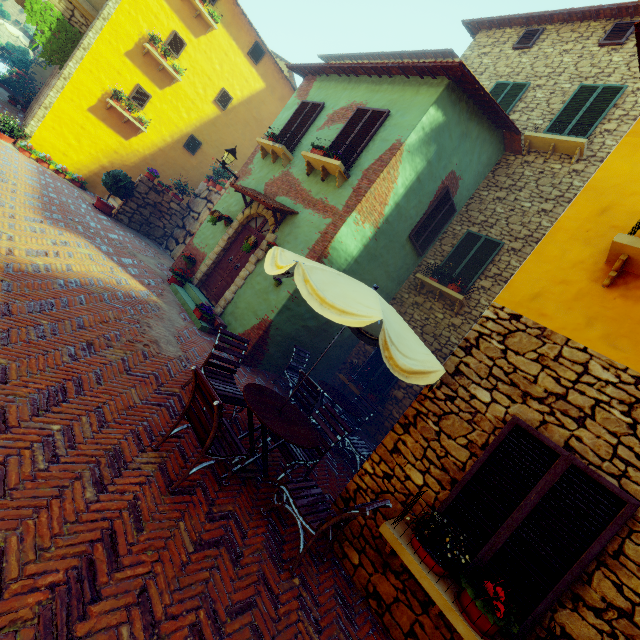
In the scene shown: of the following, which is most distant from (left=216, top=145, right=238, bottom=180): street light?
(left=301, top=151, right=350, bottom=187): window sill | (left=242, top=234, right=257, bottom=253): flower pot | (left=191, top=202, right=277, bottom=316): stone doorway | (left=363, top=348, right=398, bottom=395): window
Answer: (left=363, top=348, right=398, bottom=395): window

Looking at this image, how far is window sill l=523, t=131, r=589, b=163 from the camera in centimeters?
809cm

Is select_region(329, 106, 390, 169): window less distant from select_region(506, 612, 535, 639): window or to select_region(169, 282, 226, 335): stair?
select_region(506, 612, 535, 639): window

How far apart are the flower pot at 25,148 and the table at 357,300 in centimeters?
1351cm

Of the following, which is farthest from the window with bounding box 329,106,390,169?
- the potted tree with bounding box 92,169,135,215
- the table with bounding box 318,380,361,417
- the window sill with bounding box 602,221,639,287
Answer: the potted tree with bounding box 92,169,135,215

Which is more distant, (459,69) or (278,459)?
(459,69)

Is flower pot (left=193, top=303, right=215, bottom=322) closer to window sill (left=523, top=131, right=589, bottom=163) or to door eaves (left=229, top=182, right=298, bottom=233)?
door eaves (left=229, top=182, right=298, bottom=233)

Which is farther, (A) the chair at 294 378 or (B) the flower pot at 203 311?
(B) the flower pot at 203 311
